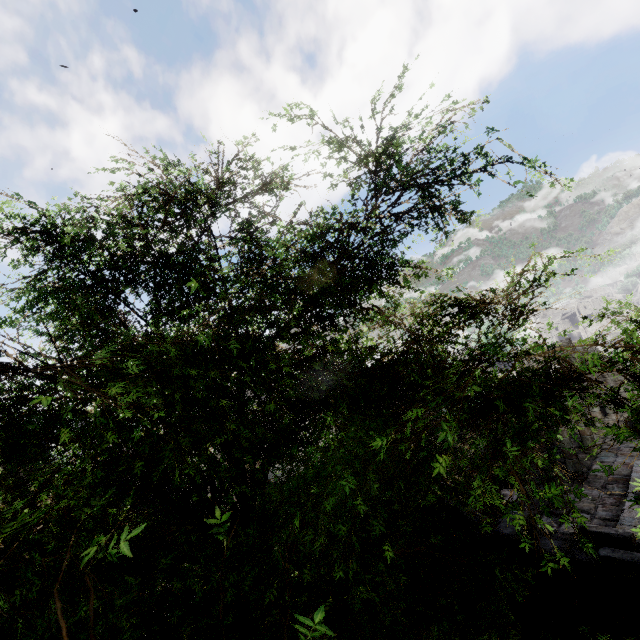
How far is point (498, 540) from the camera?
5.46m
